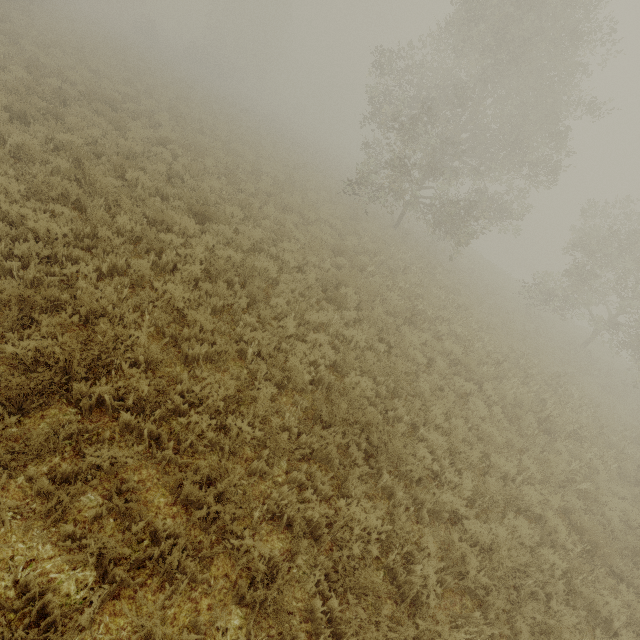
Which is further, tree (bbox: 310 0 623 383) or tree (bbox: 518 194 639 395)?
tree (bbox: 518 194 639 395)

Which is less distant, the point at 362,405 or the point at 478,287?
the point at 362,405

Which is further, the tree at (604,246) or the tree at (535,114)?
the tree at (604,246)
